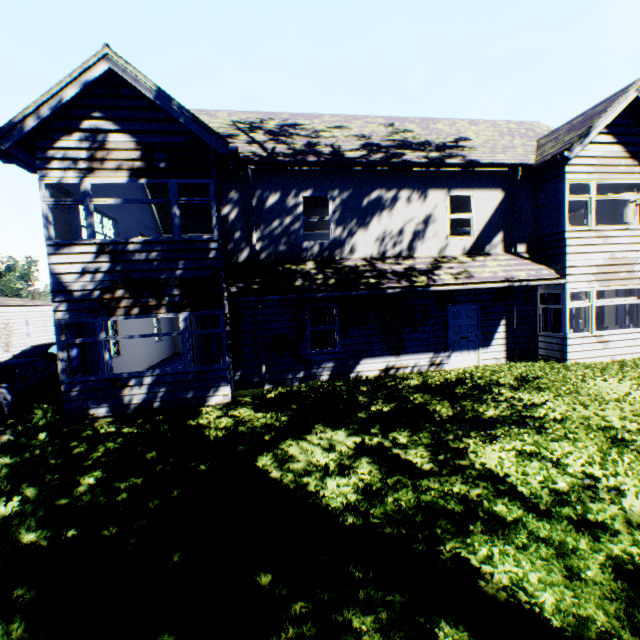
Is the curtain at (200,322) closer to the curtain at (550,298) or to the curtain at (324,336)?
the curtain at (324,336)

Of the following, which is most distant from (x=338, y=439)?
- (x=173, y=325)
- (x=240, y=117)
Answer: (x=173, y=325)

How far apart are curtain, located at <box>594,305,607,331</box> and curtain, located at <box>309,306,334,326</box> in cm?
1155

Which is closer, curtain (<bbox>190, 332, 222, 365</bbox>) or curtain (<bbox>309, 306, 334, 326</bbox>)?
curtain (<bbox>190, 332, 222, 365</bbox>)

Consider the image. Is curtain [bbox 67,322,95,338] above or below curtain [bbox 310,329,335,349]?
above

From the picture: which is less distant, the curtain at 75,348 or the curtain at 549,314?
the curtain at 75,348

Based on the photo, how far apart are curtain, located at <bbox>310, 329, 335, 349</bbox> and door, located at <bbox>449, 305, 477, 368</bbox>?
3.81m

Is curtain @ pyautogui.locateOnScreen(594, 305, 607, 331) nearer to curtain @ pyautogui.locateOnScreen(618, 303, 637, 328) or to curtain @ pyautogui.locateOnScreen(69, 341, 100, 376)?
curtain @ pyautogui.locateOnScreen(618, 303, 637, 328)
